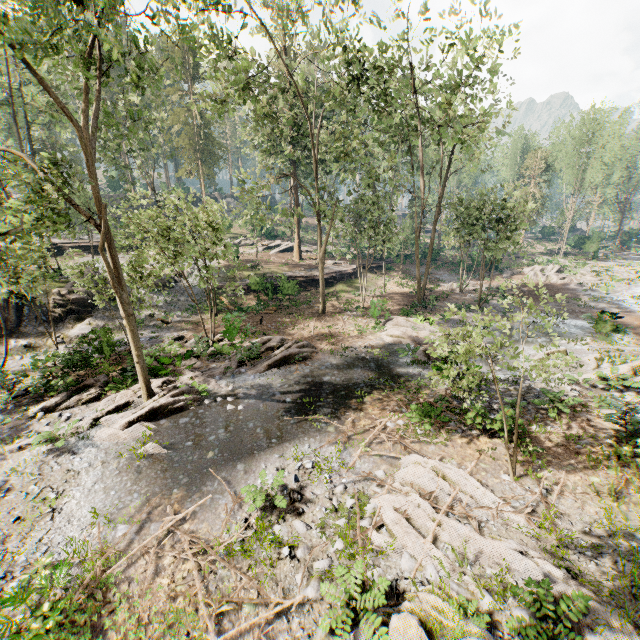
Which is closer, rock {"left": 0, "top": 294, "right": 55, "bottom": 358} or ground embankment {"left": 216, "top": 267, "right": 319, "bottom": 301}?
rock {"left": 0, "top": 294, "right": 55, "bottom": 358}

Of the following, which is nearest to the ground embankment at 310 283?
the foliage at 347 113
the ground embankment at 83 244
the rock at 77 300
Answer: the foliage at 347 113

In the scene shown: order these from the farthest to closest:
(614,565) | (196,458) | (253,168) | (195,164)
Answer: (195,164), (253,168), (196,458), (614,565)

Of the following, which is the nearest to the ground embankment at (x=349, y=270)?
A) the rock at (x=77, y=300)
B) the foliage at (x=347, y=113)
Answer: the foliage at (x=347, y=113)

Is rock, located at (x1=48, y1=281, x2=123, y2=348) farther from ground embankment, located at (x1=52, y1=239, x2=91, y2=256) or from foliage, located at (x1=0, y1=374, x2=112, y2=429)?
ground embankment, located at (x1=52, y1=239, x2=91, y2=256)

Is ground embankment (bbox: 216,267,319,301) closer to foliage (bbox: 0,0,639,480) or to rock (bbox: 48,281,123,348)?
foliage (bbox: 0,0,639,480)

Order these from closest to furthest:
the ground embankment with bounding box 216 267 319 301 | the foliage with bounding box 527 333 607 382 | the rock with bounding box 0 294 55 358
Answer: the foliage with bounding box 527 333 607 382, the rock with bounding box 0 294 55 358, the ground embankment with bounding box 216 267 319 301
